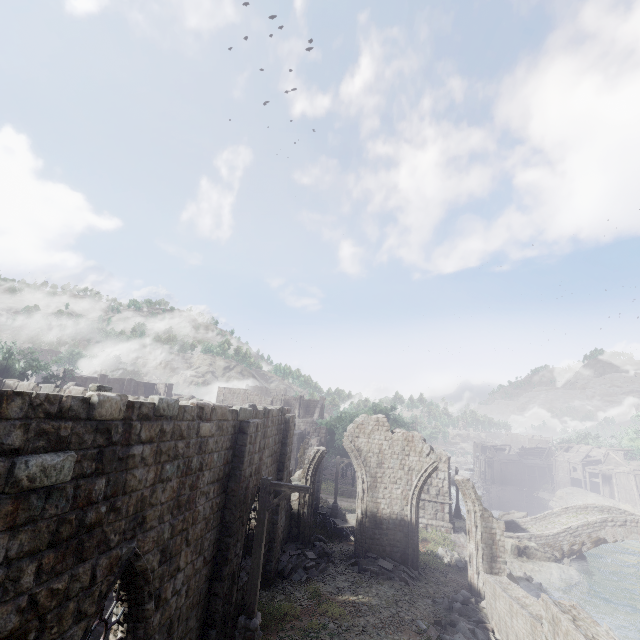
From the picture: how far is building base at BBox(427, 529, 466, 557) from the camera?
21.9 meters

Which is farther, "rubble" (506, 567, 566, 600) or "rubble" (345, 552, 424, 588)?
"rubble" (506, 567, 566, 600)

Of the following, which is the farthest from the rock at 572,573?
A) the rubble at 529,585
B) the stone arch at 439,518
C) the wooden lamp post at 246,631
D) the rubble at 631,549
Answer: the wooden lamp post at 246,631

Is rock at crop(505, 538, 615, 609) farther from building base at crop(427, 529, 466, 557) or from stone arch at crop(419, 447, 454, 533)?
stone arch at crop(419, 447, 454, 533)

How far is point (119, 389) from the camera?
55.4 meters

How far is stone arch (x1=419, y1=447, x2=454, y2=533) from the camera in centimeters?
2589cm

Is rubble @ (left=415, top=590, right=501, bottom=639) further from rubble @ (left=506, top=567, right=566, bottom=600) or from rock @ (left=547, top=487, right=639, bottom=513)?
rock @ (left=547, top=487, right=639, bottom=513)

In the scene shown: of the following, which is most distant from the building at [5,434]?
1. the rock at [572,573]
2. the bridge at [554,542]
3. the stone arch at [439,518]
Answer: the rock at [572,573]
